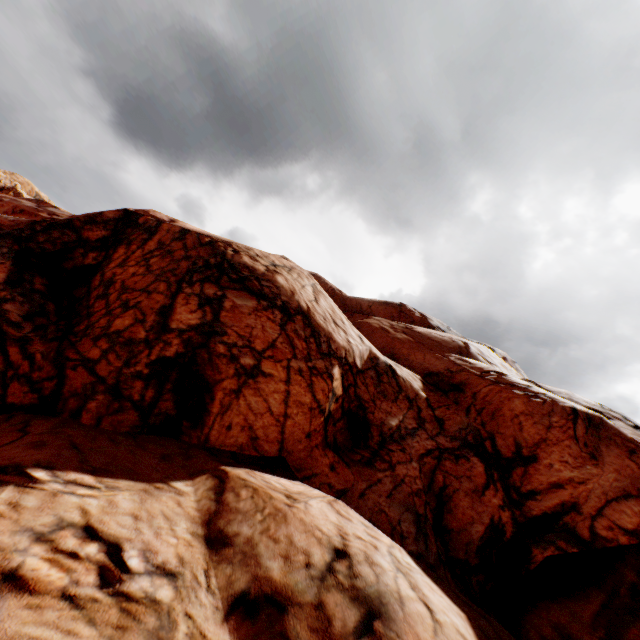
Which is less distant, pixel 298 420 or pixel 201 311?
pixel 201 311
